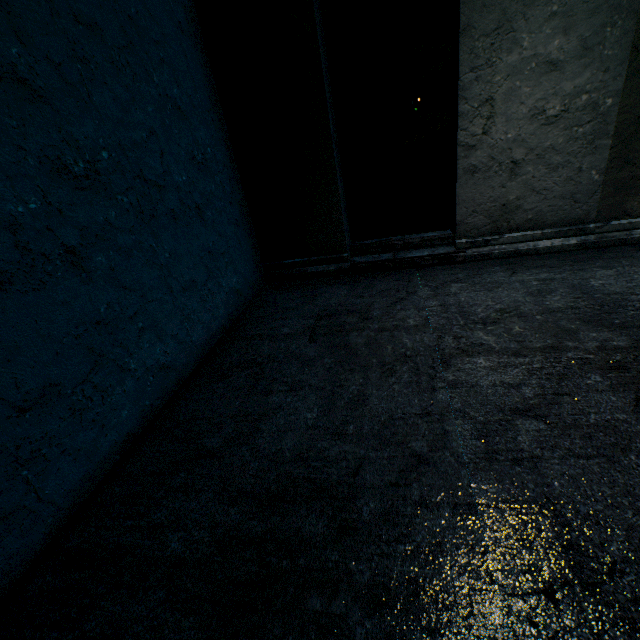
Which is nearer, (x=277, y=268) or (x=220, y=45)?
(x=220, y=45)
